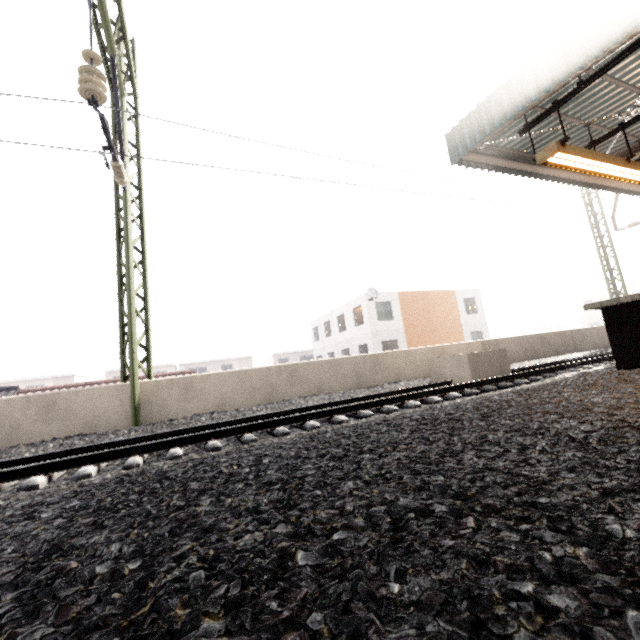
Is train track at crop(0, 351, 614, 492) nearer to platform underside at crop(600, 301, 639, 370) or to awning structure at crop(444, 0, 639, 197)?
platform underside at crop(600, 301, 639, 370)

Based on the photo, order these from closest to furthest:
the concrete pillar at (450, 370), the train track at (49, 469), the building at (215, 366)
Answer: the train track at (49, 469)
the concrete pillar at (450, 370)
the building at (215, 366)

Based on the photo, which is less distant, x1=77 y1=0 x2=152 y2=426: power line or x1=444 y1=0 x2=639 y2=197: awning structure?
x1=444 y1=0 x2=639 y2=197: awning structure

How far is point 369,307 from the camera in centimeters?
2397cm

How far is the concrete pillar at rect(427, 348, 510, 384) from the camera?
7.57m

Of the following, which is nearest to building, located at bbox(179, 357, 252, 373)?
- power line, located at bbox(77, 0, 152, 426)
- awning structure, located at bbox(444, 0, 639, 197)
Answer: power line, located at bbox(77, 0, 152, 426)

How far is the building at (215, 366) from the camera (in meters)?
Result: 42.06

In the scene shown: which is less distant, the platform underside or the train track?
the train track
